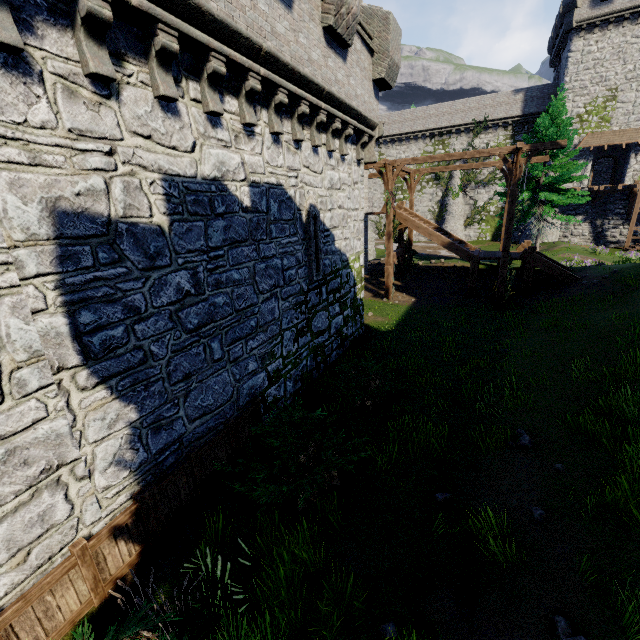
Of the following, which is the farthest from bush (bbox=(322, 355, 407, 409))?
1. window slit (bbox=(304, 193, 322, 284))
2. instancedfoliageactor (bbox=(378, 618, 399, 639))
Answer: window slit (bbox=(304, 193, 322, 284))

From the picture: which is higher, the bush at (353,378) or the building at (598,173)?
the building at (598,173)

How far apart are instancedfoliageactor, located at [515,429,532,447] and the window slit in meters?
6.5 m

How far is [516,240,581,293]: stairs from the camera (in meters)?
16.66

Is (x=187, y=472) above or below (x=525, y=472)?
above

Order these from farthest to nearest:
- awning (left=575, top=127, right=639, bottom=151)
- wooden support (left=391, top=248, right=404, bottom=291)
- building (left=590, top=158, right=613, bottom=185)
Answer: building (left=590, top=158, right=613, bottom=185)
awning (left=575, top=127, right=639, bottom=151)
wooden support (left=391, top=248, right=404, bottom=291)

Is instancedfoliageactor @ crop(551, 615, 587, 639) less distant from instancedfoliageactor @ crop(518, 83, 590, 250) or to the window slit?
the window slit

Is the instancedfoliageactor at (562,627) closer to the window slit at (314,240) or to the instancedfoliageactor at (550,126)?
the window slit at (314,240)
